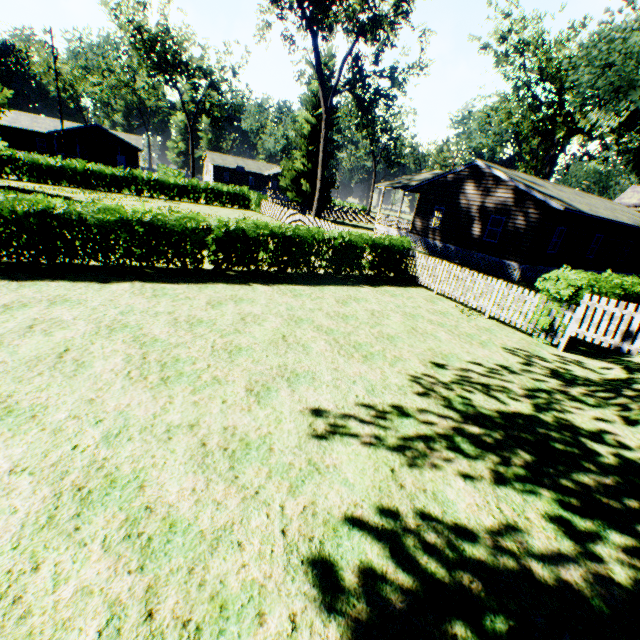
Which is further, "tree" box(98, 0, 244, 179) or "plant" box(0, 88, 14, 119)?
"tree" box(98, 0, 244, 179)

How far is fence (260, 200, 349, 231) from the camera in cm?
2119

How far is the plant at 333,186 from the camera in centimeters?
3597cm

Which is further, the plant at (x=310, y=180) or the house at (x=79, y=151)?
the house at (x=79, y=151)

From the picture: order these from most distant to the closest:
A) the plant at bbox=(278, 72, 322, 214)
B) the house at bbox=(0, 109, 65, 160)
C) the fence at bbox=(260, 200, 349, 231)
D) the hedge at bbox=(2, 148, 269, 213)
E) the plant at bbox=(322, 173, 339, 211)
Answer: the house at bbox=(0, 109, 65, 160) < the plant at bbox=(322, 173, 339, 211) < the plant at bbox=(278, 72, 322, 214) < the hedge at bbox=(2, 148, 269, 213) < the fence at bbox=(260, 200, 349, 231)

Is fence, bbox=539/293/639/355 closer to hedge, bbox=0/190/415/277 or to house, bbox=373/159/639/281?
hedge, bbox=0/190/415/277

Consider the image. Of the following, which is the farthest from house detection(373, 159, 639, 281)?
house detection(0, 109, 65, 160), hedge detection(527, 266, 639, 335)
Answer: house detection(0, 109, 65, 160)

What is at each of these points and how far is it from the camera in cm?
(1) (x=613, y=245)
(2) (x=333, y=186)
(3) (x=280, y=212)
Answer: (1) house, 2355
(2) plant, 3616
(3) fence, 2816
